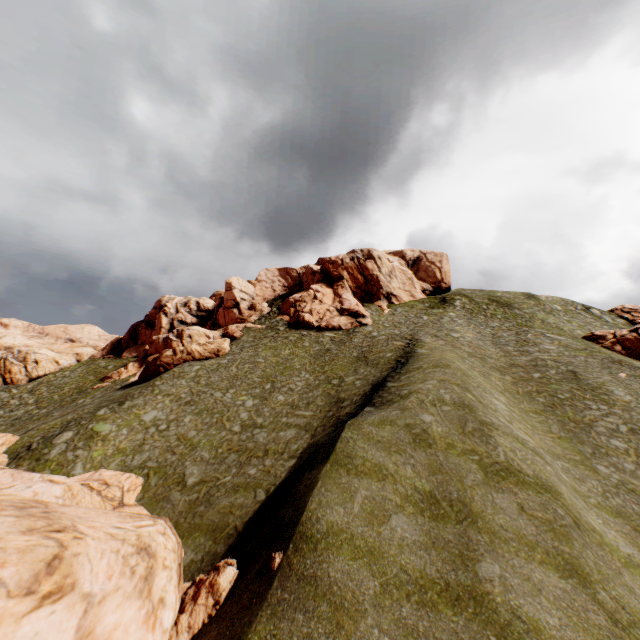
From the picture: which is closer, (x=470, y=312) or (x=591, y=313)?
(x=470, y=312)

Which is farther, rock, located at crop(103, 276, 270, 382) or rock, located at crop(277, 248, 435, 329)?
rock, located at crop(277, 248, 435, 329)

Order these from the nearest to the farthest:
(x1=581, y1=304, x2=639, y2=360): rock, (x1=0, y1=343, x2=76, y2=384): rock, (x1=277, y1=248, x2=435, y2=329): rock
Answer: (x1=581, y1=304, x2=639, y2=360): rock
(x1=277, y1=248, x2=435, y2=329): rock
(x1=0, y1=343, x2=76, y2=384): rock

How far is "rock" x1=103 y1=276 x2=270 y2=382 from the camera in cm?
3950

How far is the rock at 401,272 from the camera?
48.4m
